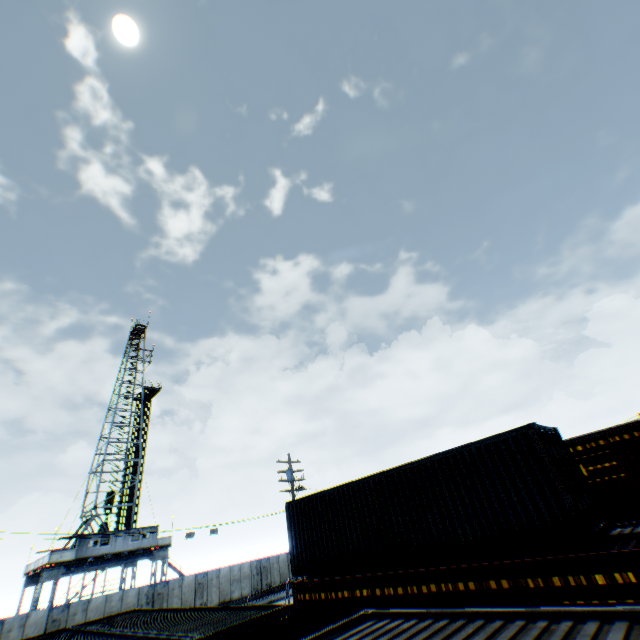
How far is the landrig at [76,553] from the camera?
28.7m

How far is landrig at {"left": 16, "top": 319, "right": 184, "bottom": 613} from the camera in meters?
28.7

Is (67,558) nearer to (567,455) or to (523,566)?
(523,566)

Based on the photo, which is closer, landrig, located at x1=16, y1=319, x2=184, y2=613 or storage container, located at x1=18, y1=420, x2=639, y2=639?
storage container, located at x1=18, y1=420, x2=639, y2=639

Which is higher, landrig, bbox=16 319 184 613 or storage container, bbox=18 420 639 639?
landrig, bbox=16 319 184 613

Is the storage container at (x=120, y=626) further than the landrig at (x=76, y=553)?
No
